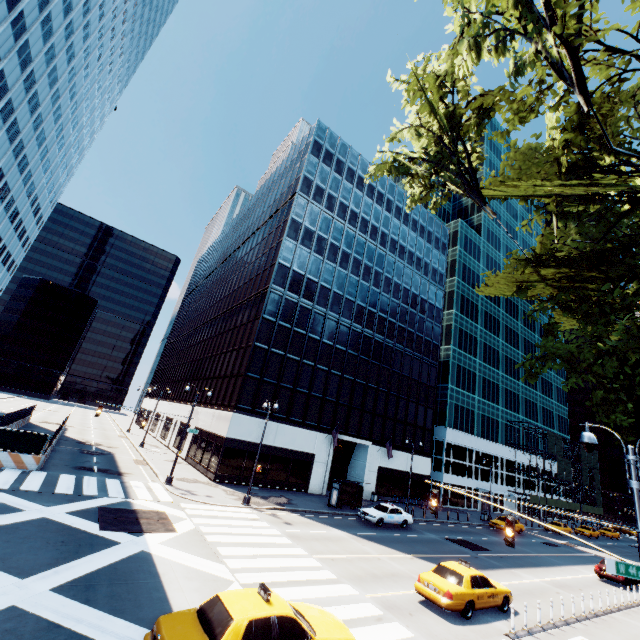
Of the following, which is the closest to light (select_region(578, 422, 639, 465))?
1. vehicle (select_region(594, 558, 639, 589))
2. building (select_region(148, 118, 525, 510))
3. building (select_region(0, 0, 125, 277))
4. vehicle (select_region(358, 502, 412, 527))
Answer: vehicle (select_region(358, 502, 412, 527))

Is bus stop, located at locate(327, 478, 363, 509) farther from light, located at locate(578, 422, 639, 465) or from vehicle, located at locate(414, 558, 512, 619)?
light, located at locate(578, 422, 639, 465)

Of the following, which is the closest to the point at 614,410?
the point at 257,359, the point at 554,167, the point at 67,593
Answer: the point at 554,167

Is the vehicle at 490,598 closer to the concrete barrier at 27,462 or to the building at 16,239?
the concrete barrier at 27,462

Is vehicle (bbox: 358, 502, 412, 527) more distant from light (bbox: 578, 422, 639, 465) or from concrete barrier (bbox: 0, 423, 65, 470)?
concrete barrier (bbox: 0, 423, 65, 470)

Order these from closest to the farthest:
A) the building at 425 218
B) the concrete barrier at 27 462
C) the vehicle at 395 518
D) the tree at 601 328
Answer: the tree at 601 328 < the concrete barrier at 27 462 < the vehicle at 395 518 < the building at 425 218

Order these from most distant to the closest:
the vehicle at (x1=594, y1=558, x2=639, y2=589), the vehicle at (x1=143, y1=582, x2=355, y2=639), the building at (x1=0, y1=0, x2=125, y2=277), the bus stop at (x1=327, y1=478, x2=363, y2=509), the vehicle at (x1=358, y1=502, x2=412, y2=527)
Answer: the building at (x1=0, y1=0, x2=125, y2=277) < the bus stop at (x1=327, y1=478, x2=363, y2=509) < the vehicle at (x1=358, y1=502, x2=412, y2=527) < the vehicle at (x1=594, y1=558, x2=639, y2=589) < the vehicle at (x1=143, y1=582, x2=355, y2=639)

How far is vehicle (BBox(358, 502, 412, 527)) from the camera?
25.75m
